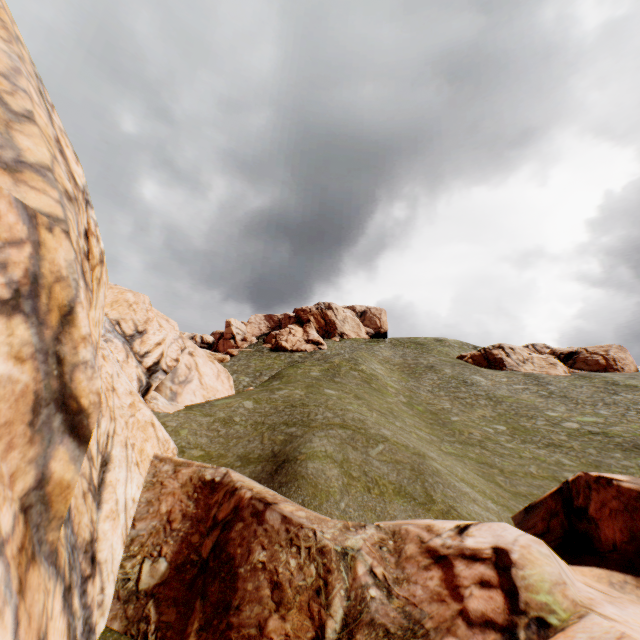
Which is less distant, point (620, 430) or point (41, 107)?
point (41, 107)

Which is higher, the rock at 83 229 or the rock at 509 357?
the rock at 509 357

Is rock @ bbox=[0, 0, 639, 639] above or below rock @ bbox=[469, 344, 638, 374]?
below

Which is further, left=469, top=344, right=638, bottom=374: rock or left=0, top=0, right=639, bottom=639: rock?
left=469, top=344, right=638, bottom=374: rock

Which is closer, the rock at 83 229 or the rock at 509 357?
the rock at 83 229
